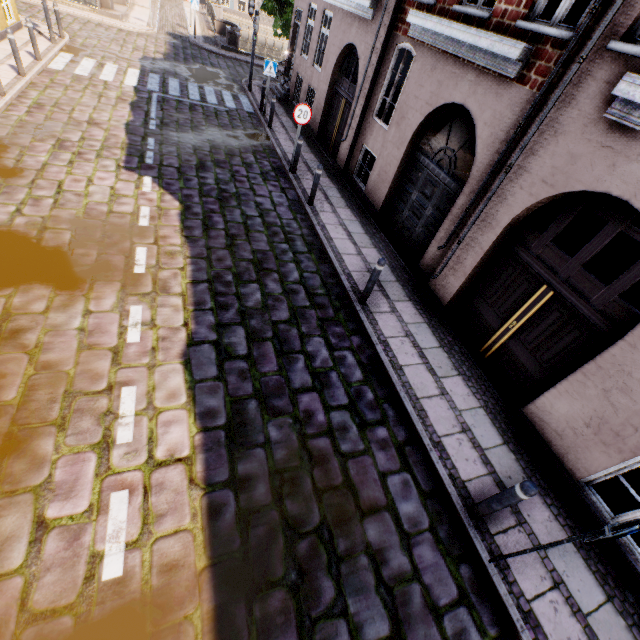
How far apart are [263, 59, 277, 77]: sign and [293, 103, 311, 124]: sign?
5.28m

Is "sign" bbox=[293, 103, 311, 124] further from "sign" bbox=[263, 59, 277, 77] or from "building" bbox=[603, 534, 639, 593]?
"sign" bbox=[263, 59, 277, 77]

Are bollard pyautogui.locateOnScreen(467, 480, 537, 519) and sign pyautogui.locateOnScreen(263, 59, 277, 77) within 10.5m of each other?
no

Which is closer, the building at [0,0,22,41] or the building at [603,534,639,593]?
the building at [603,534,639,593]

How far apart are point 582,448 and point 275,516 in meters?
4.5

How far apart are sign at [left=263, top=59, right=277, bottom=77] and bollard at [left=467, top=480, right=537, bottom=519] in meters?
15.3 m

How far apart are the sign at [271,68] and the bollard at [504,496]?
15.3m

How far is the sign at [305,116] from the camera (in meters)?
9.05
